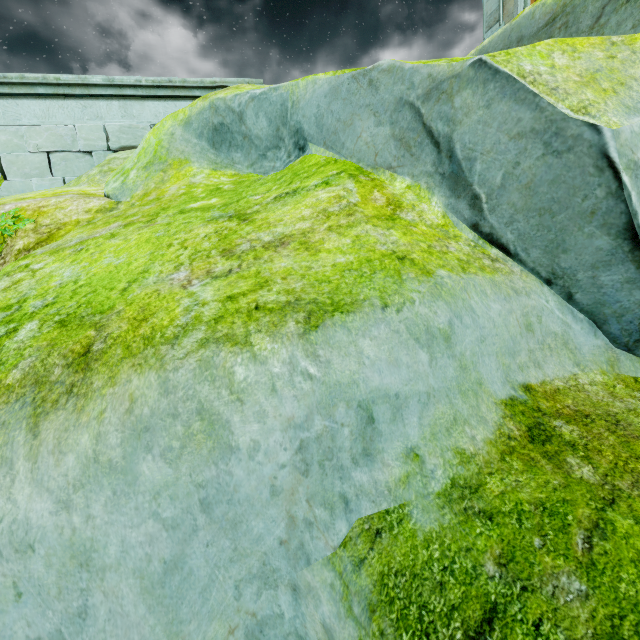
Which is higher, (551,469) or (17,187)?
(17,187)

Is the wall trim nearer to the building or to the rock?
the rock

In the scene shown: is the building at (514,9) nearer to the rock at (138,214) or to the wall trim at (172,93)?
the rock at (138,214)

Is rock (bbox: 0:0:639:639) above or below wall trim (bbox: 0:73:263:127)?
below

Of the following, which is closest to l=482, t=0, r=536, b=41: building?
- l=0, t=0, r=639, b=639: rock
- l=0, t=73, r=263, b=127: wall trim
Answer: l=0, t=0, r=639, b=639: rock

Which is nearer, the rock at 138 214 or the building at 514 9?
the rock at 138 214

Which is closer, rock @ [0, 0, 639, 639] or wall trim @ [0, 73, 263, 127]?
rock @ [0, 0, 639, 639]

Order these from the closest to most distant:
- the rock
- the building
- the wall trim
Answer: the rock → the wall trim → the building
